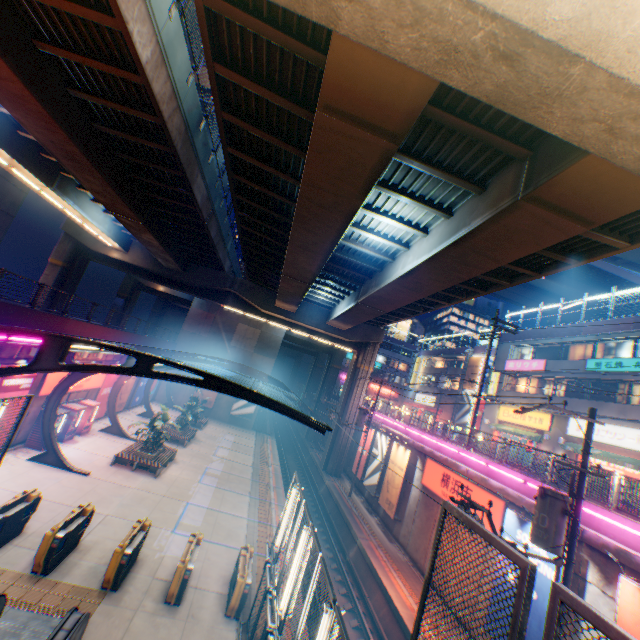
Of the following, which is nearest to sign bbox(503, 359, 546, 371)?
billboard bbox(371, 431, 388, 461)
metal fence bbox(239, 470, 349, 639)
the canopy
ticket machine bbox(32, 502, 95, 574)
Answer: metal fence bbox(239, 470, 349, 639)

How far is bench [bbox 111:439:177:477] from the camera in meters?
18.4

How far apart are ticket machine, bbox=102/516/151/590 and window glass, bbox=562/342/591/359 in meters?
29.1

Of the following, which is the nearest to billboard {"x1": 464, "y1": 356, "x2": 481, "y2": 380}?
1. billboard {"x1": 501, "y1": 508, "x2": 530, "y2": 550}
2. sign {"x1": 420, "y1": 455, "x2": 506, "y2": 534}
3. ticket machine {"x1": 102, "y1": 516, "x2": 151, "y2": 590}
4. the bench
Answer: sign {"x1": 420, "y1": 455, "x2": 506, "y2": 534}

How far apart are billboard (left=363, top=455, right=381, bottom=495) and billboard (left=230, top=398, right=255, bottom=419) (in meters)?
17.21

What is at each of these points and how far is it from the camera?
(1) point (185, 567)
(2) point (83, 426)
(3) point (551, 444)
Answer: (1) ticket machine, 10.3m
(2) vending machine, 20.9m
(3) building, 24.7m

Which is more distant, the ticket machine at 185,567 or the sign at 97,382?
the sign at 97,382

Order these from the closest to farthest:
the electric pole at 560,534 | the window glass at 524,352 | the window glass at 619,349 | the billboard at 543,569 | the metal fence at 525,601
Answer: the metal fence at 525,601, the electric pole at 560,534, the billboard at 543,569, the window glass at 619,349, the window glass at 524,352
